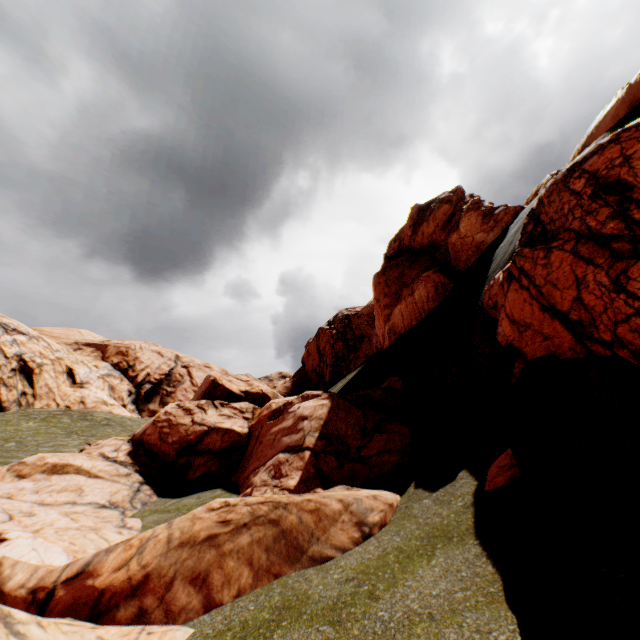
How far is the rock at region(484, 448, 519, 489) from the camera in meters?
6.9

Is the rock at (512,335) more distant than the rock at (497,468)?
No

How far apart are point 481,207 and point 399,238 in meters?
7.1

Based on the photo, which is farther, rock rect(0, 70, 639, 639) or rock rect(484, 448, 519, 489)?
rock rect(484, 448, 519, 489)

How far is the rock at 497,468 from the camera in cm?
689
